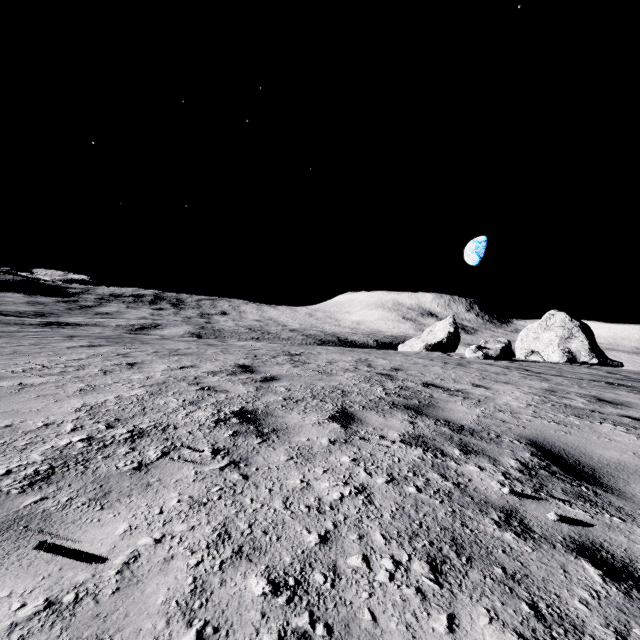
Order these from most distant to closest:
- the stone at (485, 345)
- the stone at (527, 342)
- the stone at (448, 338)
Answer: the stone at (448, 338), the stone at (527, 342), the stone at (485, 345)

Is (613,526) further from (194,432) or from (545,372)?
(545,372)

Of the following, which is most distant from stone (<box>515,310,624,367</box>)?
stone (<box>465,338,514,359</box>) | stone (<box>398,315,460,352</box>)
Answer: stone (<box>465,338,514,359</box>)

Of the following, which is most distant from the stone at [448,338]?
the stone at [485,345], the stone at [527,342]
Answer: the stone at [485,345]

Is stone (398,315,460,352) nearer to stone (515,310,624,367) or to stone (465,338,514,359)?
stone (515,310,624,367)
